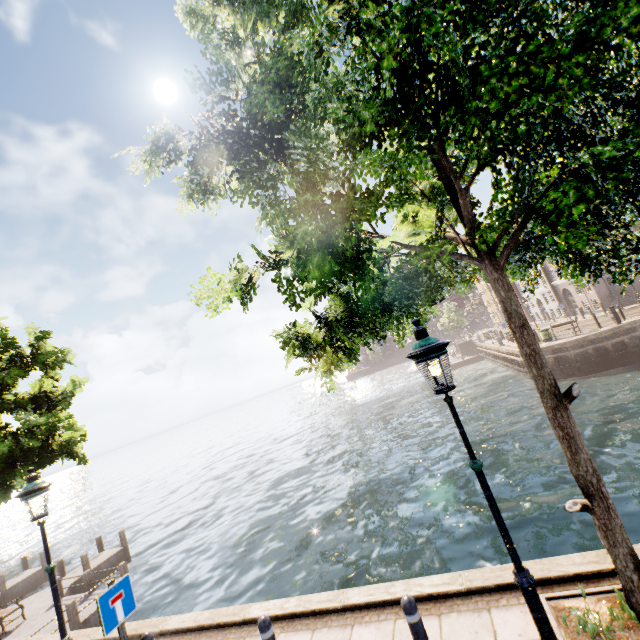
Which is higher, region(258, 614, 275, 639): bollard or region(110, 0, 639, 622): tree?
region(110, 0, 639, 622): tree

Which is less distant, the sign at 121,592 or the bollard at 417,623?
the bollard at 417,623

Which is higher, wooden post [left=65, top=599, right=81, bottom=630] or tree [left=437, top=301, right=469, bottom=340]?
Result: tree [left=437, top=301, right=469, bottom=340]

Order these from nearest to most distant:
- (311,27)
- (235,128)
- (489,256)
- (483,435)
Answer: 1. (311,27)
2. (235,128)
3. (489,256)
4. (483,435)

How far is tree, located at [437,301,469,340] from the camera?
52.2 meters

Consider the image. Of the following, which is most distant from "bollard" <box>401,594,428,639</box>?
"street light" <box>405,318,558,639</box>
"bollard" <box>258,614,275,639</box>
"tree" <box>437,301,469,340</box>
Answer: "tree" <box>437,301,469,340</box>

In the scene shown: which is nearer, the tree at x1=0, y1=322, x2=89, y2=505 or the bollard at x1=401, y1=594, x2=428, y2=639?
the bollard at x1=401, y1=594, x2=428, y2=639

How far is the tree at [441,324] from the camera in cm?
5222
